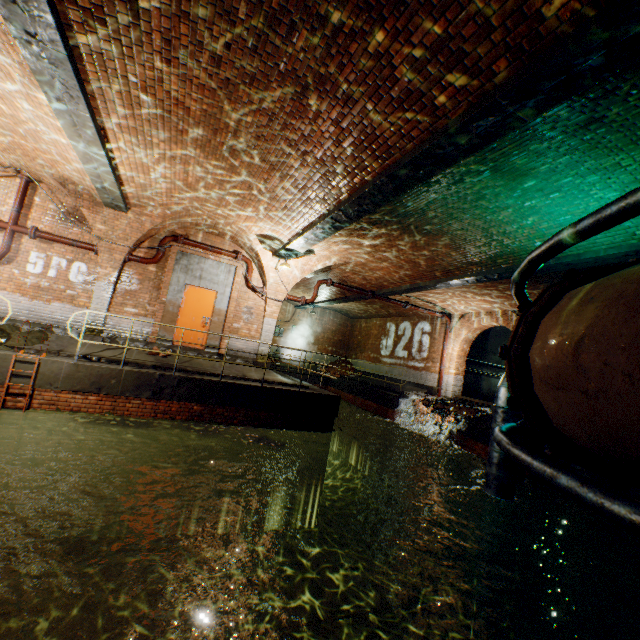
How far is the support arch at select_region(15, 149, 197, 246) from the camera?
8.4 meters

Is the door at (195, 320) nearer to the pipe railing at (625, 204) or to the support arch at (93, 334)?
the support arch at (93, 334)

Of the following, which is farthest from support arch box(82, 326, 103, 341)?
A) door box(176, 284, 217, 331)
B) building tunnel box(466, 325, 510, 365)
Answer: building tunnel box(466, 325, 510, 365)

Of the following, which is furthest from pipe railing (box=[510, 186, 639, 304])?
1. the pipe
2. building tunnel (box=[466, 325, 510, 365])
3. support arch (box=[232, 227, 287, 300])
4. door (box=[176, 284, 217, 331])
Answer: the pipe

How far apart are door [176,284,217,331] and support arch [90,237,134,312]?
1.8m

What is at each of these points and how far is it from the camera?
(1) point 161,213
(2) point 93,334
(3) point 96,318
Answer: (1) support arch, 9.50m
(2) support arch, 9.73m
(3) support arch, 9.77m

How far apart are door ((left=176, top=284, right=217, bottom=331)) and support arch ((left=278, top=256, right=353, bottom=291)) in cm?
165

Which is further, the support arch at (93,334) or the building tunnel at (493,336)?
the building tunnel at (493,336)
